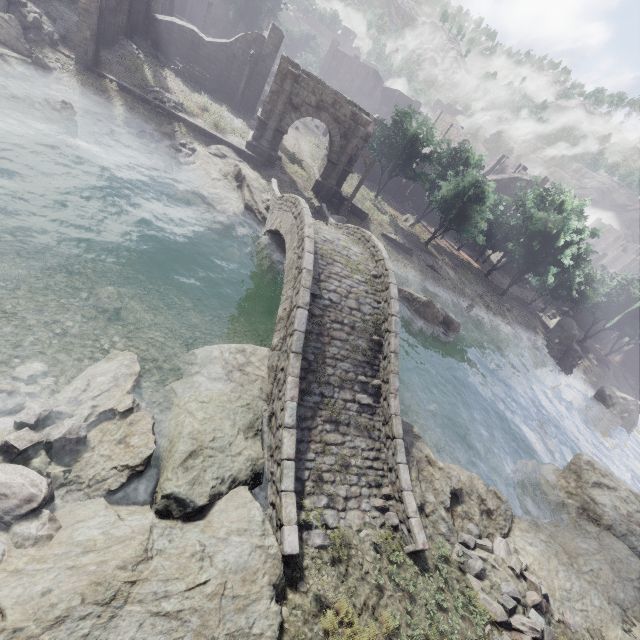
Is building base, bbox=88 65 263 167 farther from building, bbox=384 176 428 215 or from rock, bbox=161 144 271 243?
building, bbox=384 176 428 215

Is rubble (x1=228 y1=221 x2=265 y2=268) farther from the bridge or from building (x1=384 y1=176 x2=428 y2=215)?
building (x1=384 y1=176 x2=428 y2=215)

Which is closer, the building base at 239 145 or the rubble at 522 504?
the rubble at 522 504

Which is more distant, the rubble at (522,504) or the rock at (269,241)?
the rock at (269,241)

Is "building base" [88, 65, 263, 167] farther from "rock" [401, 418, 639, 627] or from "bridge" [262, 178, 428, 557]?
"rock" [401, 418, 639, 627]

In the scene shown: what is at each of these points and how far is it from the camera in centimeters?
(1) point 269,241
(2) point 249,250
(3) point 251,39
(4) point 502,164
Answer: (1) rock, 1770cm
(2) rubble, 1755cm
(3) building, 2739cm
(4) building, 5412cm

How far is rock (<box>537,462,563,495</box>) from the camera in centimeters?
1653cm

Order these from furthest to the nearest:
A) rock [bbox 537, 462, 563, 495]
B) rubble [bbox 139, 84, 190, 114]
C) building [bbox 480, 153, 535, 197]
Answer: building [bbox 480, 153, 535, 197] < rubble [bbox 139, 84, 190, 114] < rock [bbox 537, 462, 563, 495]
